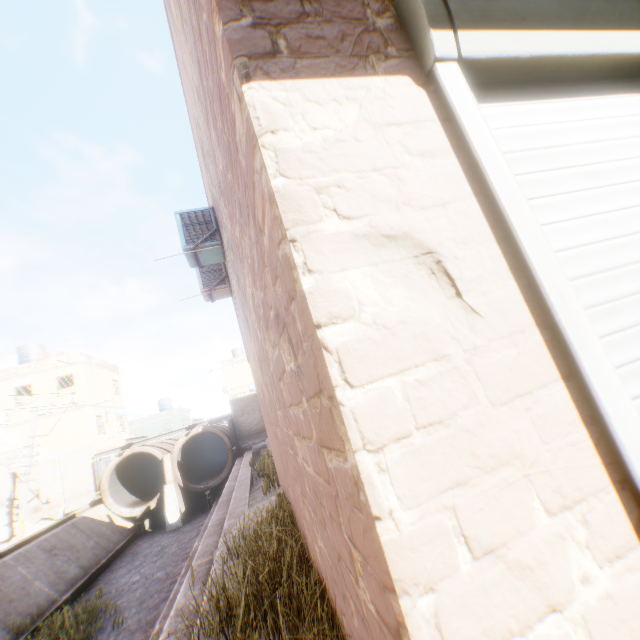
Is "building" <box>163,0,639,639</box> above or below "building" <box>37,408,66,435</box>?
below

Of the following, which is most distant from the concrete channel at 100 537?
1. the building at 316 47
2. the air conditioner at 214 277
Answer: the air conditioner at 214 277

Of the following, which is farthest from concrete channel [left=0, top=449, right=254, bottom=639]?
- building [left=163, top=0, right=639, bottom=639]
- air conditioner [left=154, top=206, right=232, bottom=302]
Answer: air conditioner [left=154, top=206, right=232, bottom=302]

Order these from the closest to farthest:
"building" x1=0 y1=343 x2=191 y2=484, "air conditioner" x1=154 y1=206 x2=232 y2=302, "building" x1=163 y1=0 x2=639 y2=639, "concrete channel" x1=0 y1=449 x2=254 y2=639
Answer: "building" x1=163 y1=0 x2=639 y2=639 < "air conditioner" x1=154 y1=206 x2=232 y2=302 < "concrete channel" x1=0 y1=449 x2=254 y2=639 < "building" x1=0 y1=343 x2=191 y2=484

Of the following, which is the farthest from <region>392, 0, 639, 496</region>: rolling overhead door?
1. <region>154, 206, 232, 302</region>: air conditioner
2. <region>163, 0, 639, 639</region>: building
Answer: <region>154, 206, 232, 302</region>: air conditioner

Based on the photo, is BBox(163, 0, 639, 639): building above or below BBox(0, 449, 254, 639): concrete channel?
above

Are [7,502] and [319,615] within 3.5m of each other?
no

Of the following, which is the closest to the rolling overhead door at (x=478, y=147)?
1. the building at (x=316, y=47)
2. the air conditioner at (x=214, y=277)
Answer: the building at (x=316, y=47)
